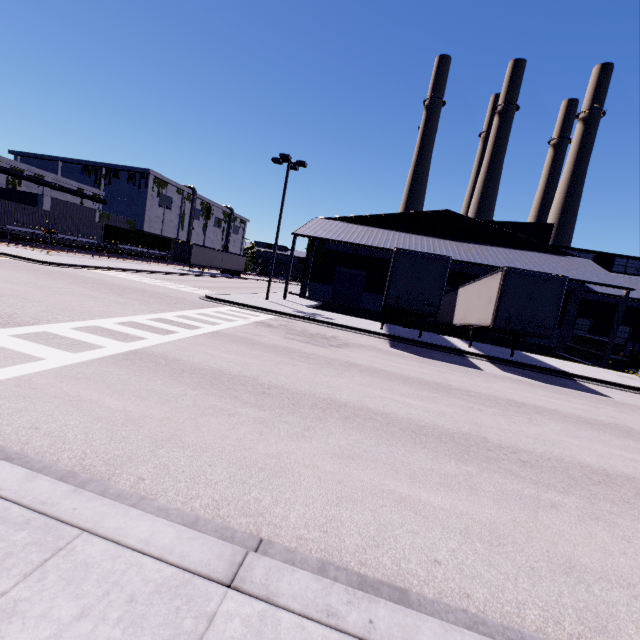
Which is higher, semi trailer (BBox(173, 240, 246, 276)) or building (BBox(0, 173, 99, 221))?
building (BBox(0, 173, 99, 221))

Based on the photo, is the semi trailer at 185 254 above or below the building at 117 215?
below

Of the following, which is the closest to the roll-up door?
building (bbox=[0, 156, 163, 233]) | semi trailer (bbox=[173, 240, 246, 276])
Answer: building (bbox=[0, 156, 163, 233])

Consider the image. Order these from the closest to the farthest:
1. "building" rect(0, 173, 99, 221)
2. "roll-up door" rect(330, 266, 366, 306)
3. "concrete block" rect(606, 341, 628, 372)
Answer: "concrete block" rect(606, 341, 628, 372) → "roll-up door" rect(330, 266, 366, 306) → "building" rect(0, 173, 99, 221)

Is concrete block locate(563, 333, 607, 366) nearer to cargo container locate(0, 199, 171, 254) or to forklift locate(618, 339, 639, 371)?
forklift locate(618, 339, 639, 371)

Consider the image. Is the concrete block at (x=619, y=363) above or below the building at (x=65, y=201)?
below

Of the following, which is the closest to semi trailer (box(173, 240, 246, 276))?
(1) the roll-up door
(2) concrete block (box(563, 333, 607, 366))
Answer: (2) concrete block (box(563, 333, 607, 366))

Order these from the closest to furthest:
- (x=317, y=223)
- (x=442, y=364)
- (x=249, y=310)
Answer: (x=442, y=364)
(x=249, y=310)
(x=317, y=223)
